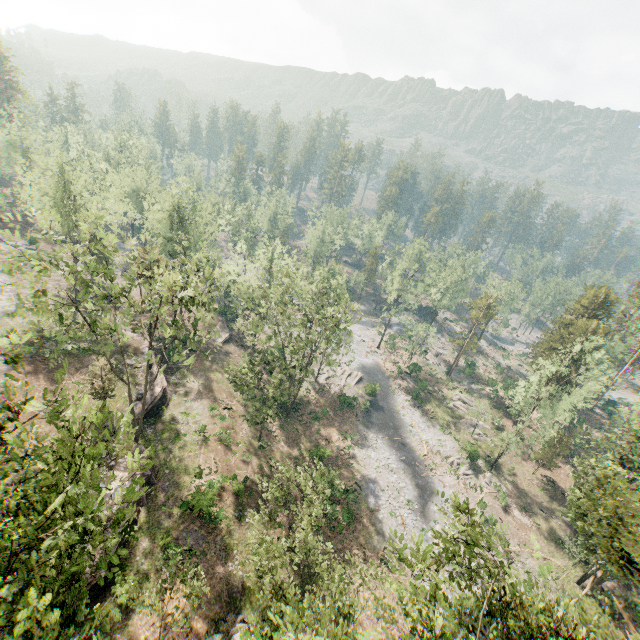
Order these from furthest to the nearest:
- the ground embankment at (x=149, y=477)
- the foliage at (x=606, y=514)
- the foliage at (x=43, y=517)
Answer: the ground embankment at (x=149, y=477) → the foliage at (x=606, y=514) → the foliage at (x=43, y=517)

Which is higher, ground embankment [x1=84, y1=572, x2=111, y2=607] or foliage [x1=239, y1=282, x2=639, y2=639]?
foliage [x1=239, y1=282, x2=639, y2=639]

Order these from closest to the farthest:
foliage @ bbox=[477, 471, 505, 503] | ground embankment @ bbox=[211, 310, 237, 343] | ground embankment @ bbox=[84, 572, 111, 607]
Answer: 1. ground embankment @ bbox=[84, 572, 111, 607]
2. foliage @ bbox=[477, 471, 505, 503]
3. ground embankment @ bbox=[211, 310, 237, 343]

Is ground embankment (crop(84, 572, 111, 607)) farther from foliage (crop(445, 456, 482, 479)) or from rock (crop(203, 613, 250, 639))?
rock (crop(203, 613, 250, 639))

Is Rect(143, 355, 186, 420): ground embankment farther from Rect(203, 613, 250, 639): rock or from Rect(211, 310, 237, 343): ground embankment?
Rect(203, 613, 250, 639): rock

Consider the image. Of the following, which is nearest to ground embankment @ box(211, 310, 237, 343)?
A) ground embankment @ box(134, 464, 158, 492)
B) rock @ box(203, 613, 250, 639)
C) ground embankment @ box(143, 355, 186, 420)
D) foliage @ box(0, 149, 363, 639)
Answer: foliage @ box(0, 149, 363, 639)

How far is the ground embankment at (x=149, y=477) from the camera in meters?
26.4

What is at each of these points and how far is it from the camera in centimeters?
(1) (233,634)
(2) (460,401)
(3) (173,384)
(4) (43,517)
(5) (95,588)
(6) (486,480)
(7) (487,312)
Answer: (1) rock, 2053cm
(2) foliage, 5619cm
(3) ground embankment, 3844cm
(4) foliage, 930cm
(5) ground embankment, 2053cm
(6) foliage, 4288cm
(7) foliage, 5725cm
